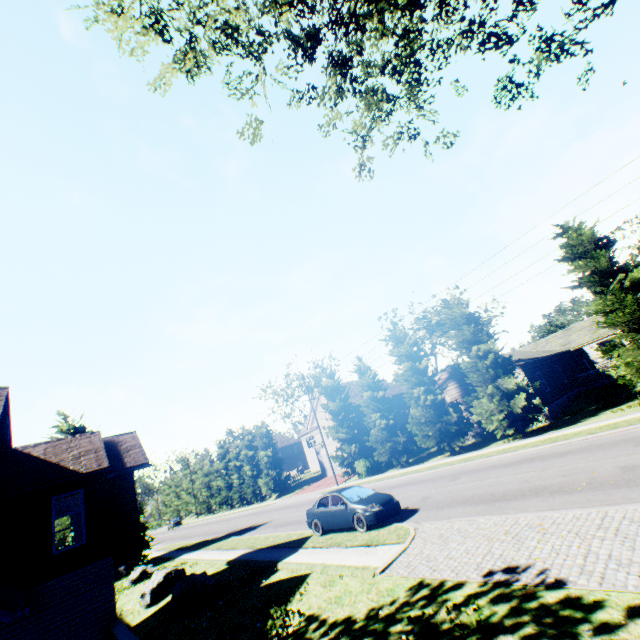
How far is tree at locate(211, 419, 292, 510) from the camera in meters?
45.0 m

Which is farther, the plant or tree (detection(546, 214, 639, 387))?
the plant

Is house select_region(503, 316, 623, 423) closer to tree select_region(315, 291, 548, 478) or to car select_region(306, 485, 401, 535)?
tree select_region(315, 291, 548, 478)

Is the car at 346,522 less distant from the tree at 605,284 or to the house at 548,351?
the tree at 605,284

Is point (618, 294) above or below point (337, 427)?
above

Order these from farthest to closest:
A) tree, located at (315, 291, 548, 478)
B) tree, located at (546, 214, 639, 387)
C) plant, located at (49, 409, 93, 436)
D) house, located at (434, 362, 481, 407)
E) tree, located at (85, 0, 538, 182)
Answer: plant, located at (49, 409, 93, 436) < house, located at (434, 362, 481, 407) < tree, located at (315, 291, 548, 478) < tree, located at (546, 214, 639, 387) < tree, located at (85, 0, 538, 182)

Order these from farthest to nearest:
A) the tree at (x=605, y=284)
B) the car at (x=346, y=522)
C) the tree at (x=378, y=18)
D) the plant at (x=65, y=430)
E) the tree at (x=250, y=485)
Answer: the tree at (x=250, y=485) → the plant at (x=65, y=430) → the tree at (x=605, y=284) → the car at (x=346, y=522) → the tree at (x=378, y=18)

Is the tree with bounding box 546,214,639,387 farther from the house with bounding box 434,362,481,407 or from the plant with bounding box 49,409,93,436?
the plant with bounding box 49,409,93,436
